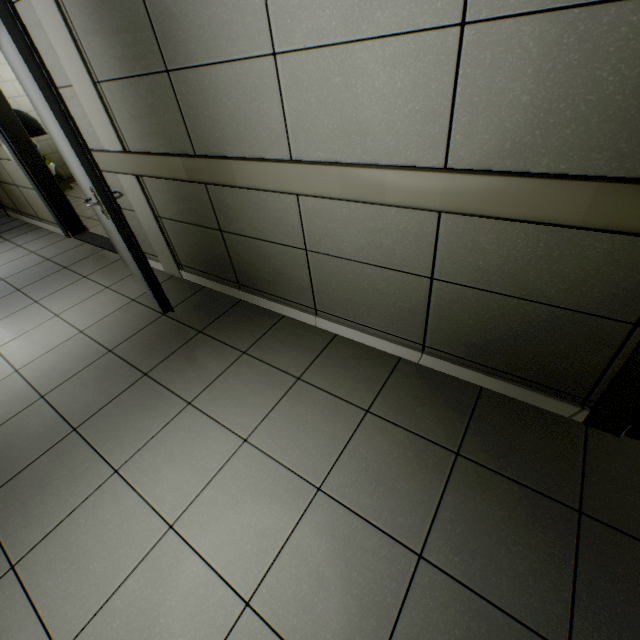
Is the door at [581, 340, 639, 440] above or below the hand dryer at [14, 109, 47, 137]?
below

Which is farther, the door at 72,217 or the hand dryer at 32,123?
the hand dryer at 32,123

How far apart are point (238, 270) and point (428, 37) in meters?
2.0 m

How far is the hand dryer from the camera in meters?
3.8 m

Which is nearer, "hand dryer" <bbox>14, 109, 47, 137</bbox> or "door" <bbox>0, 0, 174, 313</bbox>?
"door" <bbox>0, 0, 174, 313</bbox>

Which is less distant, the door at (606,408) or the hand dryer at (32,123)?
the door at (606,408)

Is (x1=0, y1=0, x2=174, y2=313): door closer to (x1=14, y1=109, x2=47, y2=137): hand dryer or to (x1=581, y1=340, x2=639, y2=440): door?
(x1=14, y1=109, x2=47, y2=137): hand dryer

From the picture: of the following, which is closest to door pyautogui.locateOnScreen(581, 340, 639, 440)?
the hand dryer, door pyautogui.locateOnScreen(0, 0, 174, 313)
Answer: door pyautogui.locateOnScreen(0, 0, 174, 313)
